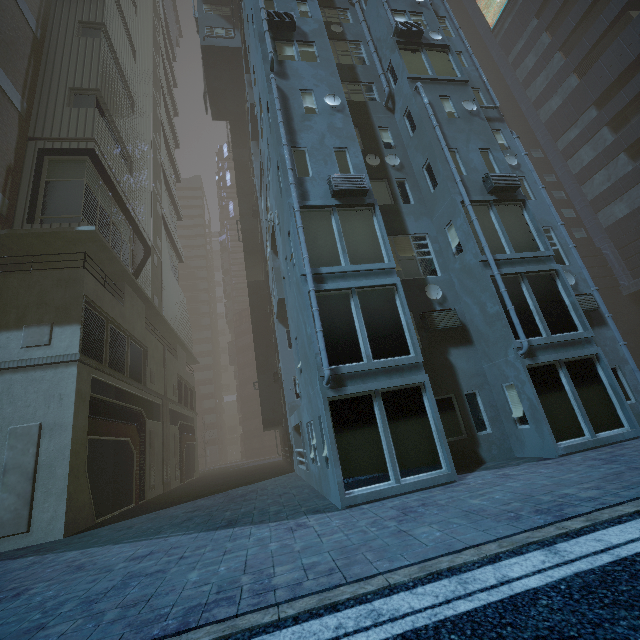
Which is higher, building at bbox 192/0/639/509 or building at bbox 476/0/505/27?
building at bbox 476/0/505/27

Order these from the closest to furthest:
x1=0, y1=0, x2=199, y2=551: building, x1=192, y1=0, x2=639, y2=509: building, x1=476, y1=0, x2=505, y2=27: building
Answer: x1=192, y1=0, x2=639, y2=509: building
x1=0, y1=0, x2=199, y2=551: building
x1=476, y1=0, x2=505, y2=27: building

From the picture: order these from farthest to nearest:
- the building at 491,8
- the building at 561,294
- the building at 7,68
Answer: the building at 491,8
the building at 7,68
the building at 561,294

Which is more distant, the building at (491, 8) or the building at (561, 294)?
the building at (491, 8)

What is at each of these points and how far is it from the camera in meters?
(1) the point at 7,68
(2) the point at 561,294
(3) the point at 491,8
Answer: (1) building, 15.1 m
(2) building, 10.9 m
(3) building, 34.8 m

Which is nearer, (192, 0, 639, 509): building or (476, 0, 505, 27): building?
(192, 0, 639, 509): building
